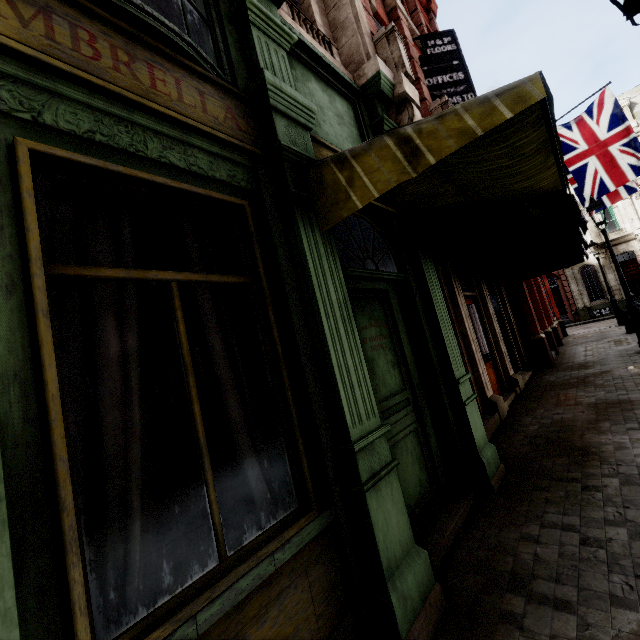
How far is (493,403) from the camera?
6.68m

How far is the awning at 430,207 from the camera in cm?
207

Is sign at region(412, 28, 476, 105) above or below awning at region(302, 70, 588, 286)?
above

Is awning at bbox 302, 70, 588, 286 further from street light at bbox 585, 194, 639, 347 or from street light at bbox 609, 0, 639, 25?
street light at bbox 585, 194, 639, 347

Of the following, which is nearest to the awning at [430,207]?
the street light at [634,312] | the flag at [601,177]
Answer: the street light at [634,312]

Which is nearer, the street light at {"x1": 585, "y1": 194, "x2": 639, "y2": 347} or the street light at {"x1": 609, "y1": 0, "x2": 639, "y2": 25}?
the street light at {"x1": 609, "y1": 0, "x2": 639, "y2": 25}

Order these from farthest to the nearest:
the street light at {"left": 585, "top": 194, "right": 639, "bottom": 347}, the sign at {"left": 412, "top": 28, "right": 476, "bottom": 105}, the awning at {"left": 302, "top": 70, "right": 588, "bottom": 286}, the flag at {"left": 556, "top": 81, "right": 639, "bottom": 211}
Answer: the flag at {"left": 556, "top": 81, "right": 639, "bottom": 211}
the street light at {"left": 585, "top": 194, "right": 639, "bottom": 347}
the sign at {"left": 412, "top": 28, "right": 476, "bottom": 105}
the awning at {"left": 302, "top": 70, "right": 588, "bottom": 286}

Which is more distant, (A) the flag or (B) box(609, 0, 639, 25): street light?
(A) the flag
